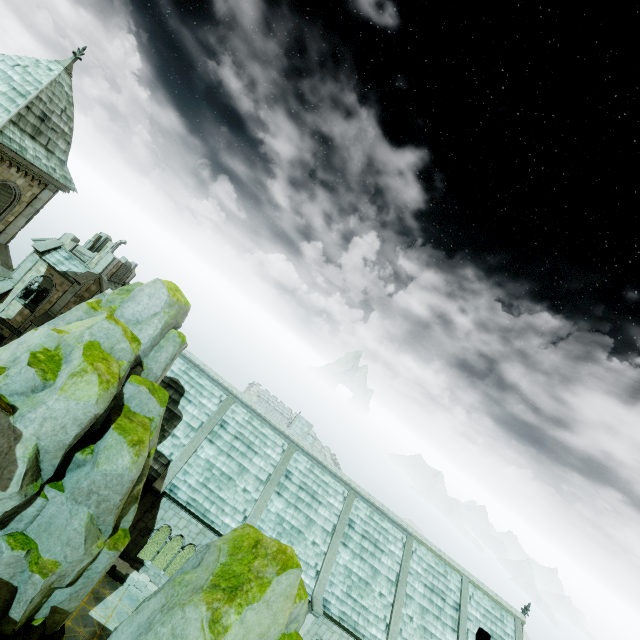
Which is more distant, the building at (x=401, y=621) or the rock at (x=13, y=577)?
the building at (x=401, y=621)

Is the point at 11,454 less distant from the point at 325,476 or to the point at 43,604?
the point at 43,604

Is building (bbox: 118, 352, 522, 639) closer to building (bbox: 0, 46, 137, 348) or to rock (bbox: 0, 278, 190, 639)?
rock (bbox: 0, 278, 190, 639)

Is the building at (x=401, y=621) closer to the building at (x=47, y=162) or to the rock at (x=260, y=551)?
the rock at (x=260, y=551)

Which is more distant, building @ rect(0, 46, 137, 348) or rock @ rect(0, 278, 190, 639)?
building @ rect(0, 46, 137, 348)
